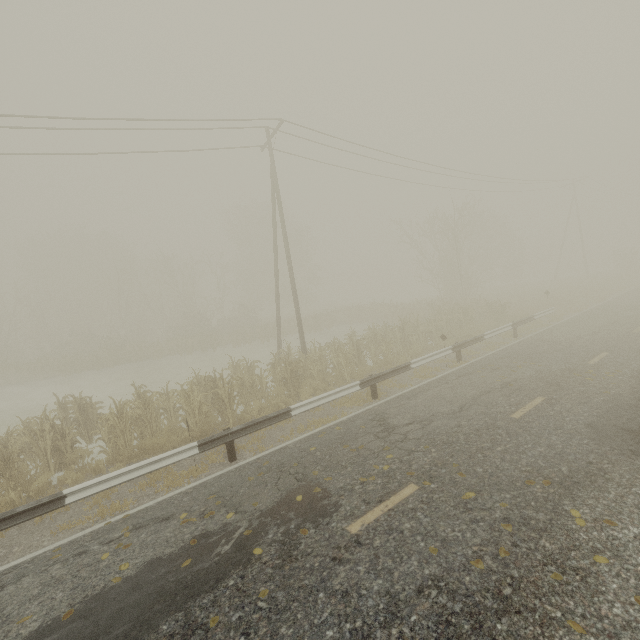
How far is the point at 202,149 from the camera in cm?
1566
